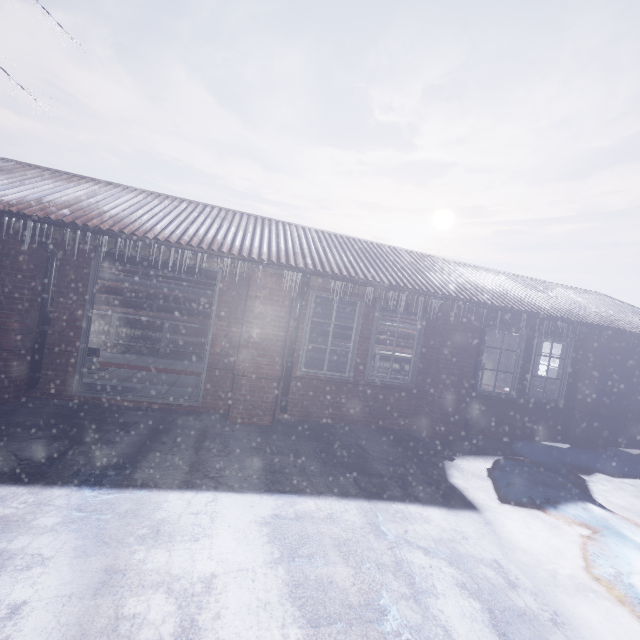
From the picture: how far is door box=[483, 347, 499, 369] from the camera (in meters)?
12.79

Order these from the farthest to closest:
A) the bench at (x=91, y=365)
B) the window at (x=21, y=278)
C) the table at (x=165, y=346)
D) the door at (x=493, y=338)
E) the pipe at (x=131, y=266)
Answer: the door at (x=493, y=338) < the table at (x=165, y=346) < the pipe at (x=131, y=266) < the bench at (x=91, y=365) < the window at (x=21, y=278)

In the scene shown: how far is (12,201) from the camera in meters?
3.9

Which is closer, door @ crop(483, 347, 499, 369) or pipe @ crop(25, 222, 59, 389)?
pipe @ crop(25, 222, 59, 389)

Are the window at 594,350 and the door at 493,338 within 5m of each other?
no

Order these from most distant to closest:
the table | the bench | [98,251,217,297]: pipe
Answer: the table < [98,251,217,297]: pipe < the bench

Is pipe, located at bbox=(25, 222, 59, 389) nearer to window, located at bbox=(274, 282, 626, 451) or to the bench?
the bench

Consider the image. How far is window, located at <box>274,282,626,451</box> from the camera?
5.0 meters
